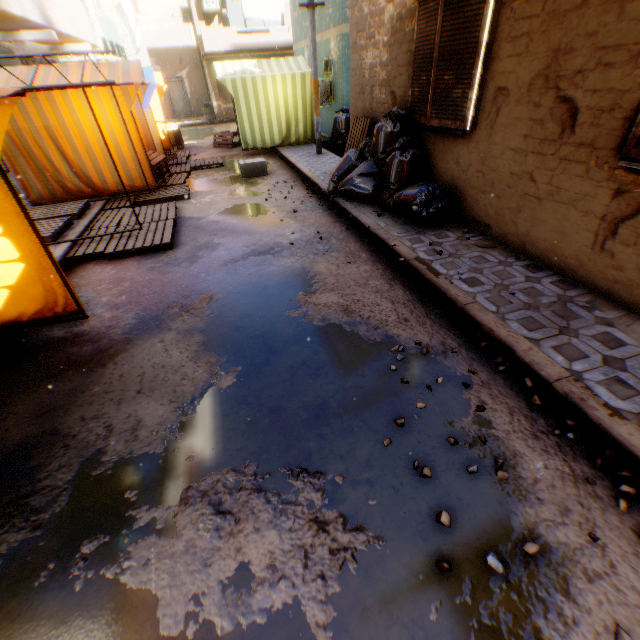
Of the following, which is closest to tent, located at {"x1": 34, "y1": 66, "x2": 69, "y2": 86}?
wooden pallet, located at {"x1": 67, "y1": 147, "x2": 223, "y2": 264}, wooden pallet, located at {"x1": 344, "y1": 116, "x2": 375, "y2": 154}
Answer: wooden pallet, located at {"x1": 67, "y1": 147, "x2": 223, "y2": 264}

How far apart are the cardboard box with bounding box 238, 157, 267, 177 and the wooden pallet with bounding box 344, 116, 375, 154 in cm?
180

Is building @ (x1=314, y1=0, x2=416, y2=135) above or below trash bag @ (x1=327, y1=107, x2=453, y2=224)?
above

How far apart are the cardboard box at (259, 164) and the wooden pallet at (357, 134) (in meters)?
1.80

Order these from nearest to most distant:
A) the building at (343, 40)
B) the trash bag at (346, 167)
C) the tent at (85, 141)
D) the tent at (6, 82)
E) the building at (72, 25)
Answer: the tent at (6, 82)
the trash bag at (346, 167)
the building at (343, 40)
the tent at (85, 141)
the building at (72, 25)

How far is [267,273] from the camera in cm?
455

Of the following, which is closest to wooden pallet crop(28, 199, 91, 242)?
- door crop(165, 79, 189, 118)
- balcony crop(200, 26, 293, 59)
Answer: balcony crop(200, 26, 293, 59)
